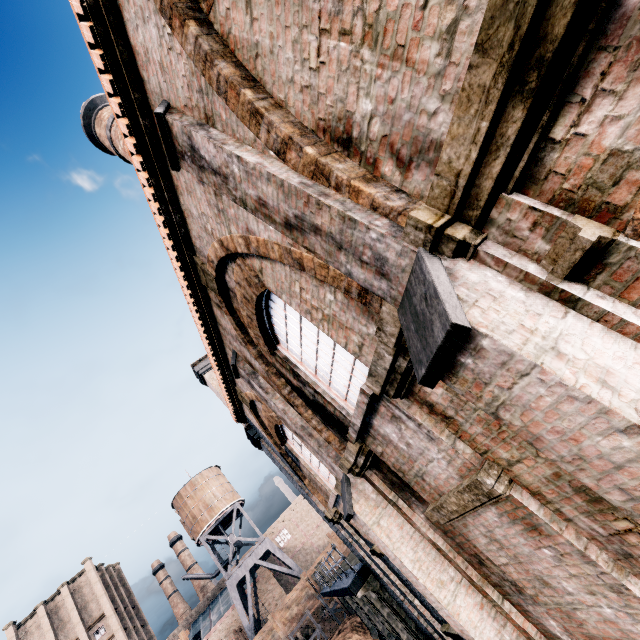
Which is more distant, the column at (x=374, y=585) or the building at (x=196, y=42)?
the column at (x=374, y=585)

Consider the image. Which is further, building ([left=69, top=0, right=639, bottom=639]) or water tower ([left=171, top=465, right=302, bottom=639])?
water tower ([left=171, top=465, right=302, bottom=639])

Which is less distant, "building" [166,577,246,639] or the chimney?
the chimney

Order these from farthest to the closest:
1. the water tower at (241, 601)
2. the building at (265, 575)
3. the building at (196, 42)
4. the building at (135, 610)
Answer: the building at (265, 575)
the building at (135, 610)
the water tower at (241, 601)
the building at (196, 42)

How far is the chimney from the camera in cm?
1434

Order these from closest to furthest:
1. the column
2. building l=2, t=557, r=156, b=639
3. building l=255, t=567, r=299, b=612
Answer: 1. the column
2. building l=2, t=557, r=156, b=639
3. building l=255, t=567, r=299, b=612

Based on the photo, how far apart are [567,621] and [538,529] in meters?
2.0

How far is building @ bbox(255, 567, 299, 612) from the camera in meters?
49.1 m
